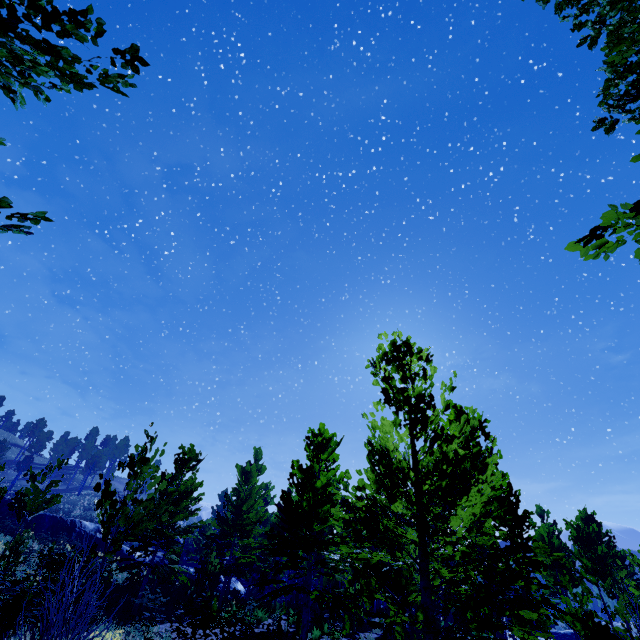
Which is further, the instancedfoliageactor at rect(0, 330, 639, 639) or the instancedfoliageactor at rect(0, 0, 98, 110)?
the instancedfoliageactor at rect(0, 330, 639, 639)

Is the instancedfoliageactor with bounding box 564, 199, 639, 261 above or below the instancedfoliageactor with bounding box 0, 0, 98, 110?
below

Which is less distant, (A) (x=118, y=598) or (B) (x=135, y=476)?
(B) (x=135, y=476)

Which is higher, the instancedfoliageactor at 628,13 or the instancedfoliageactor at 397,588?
the instancedfoliageactor at 628,13

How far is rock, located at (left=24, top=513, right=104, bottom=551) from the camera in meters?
23.8 m

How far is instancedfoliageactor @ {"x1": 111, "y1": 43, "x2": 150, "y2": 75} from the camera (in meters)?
2.12

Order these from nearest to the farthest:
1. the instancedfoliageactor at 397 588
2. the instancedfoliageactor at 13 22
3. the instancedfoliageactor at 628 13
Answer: the instancedfoliageactor at 13 22 → the instancedfoliageactor at 628 13 → the instancedfoliageactor at 397 588

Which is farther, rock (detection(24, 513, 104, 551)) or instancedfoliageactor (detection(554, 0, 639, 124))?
rock (detection(24, 513, 104, 551))
